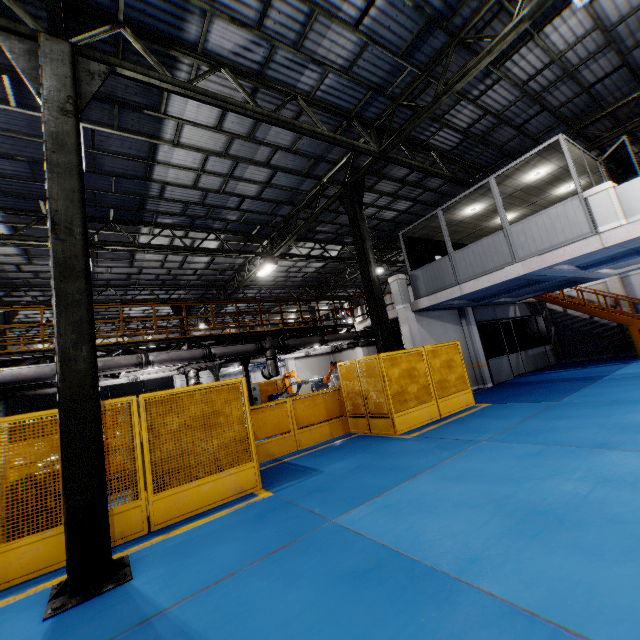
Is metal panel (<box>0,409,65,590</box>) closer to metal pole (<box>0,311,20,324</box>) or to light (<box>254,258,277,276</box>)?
metal pole (<box>0,311,20,324</box>)

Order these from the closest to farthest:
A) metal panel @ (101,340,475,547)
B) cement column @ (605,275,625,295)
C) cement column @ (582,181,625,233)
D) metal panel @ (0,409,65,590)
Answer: metal panel @ (0,409,65,590) → metal panel @ (101,340,475,547) → cement column @ (582,181,625,233) → cement column @ (605,275,625,295)

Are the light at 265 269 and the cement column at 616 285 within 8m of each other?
no

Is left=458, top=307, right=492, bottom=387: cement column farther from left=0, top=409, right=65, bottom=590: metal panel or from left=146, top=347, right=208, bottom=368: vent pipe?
left=0, top=409, right=65, bottom=590: metal panel

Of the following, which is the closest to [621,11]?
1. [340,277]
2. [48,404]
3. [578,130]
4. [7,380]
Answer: [578,130]

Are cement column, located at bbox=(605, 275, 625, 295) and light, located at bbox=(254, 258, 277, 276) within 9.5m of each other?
no

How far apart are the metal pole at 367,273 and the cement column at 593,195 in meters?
5.6 m

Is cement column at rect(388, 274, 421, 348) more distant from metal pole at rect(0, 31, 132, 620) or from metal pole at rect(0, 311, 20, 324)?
metal pole at rect(0, 311, 20, 324)
